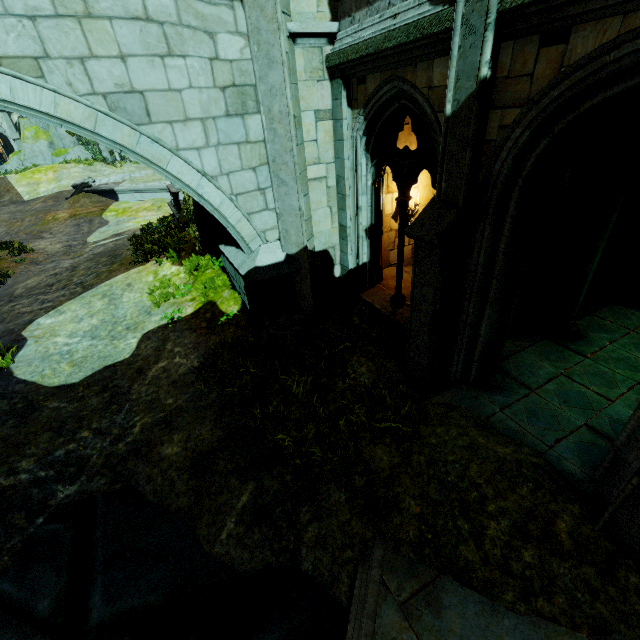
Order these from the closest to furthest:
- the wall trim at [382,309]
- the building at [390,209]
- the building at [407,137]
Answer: the wall trim at [382,309], the building at [407,137], the building at [390,209]

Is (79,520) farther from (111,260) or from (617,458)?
(111,260)

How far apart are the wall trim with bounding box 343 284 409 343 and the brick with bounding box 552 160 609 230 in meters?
2.7

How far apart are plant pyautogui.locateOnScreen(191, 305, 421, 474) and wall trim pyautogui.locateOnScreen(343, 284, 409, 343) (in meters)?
1.12

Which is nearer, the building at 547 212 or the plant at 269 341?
the plant at 269 341

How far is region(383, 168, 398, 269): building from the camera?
7.58m

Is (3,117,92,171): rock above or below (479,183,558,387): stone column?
above

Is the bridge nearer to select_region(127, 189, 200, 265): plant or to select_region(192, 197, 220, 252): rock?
select_region(192, 197, 220, 252): rock
